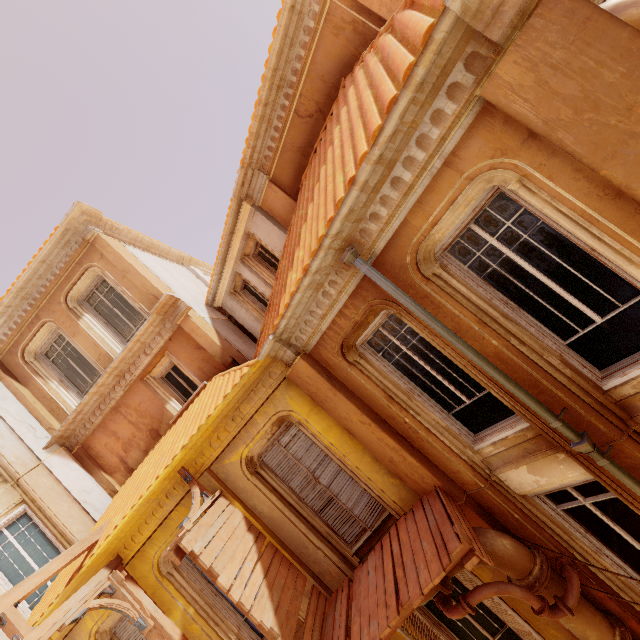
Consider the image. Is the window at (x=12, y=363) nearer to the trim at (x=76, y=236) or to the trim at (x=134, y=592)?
the trim at (x=76, y=236)

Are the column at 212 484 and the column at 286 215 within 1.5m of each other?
no

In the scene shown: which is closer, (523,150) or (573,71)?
(573,71)

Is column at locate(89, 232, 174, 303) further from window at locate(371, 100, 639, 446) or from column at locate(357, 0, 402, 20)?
column at locate(357, 0, 402, 20)

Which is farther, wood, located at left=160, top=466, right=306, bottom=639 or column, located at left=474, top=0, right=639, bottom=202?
wood, located at left=160, top=466, right=306, bottom=639

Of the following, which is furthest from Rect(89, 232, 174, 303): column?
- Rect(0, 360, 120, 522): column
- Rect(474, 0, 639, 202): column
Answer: Rect(474, 0, 639, 202): column

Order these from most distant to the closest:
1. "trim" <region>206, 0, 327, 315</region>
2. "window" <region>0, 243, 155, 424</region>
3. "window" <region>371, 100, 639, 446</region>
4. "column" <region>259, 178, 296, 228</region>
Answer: "window" <region>0, 243, 155, 424</region> → "column" <region>259, 178, 296, 228</region> → "trim" <region>206, 0, 327, 315</region> → "window" <region>371, 100, 639, 446</region>

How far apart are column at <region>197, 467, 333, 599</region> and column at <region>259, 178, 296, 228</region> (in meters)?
5.72
